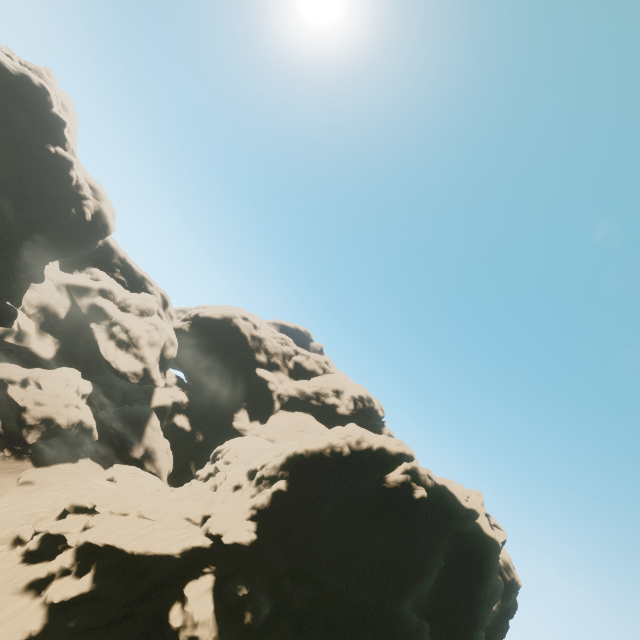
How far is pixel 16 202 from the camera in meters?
54.1 m

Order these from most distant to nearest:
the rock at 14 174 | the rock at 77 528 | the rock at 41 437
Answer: the rock at 14 174 < the rock at 41 437 < the rock at 77 528

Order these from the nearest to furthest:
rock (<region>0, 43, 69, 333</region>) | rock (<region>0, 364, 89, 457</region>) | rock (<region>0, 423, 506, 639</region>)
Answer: rock (<region>0, 423, 506, 639</region>) < rock (<region>0, 364, 89, 457</region>) < rock (<region>0, 43, 69, 333</region>)

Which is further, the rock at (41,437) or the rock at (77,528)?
the rock at (41,437)

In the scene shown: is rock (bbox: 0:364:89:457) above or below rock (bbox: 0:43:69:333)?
below

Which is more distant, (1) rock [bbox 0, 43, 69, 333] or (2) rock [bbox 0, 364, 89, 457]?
(1) rock [bbox 0, 43, 69, 333]
